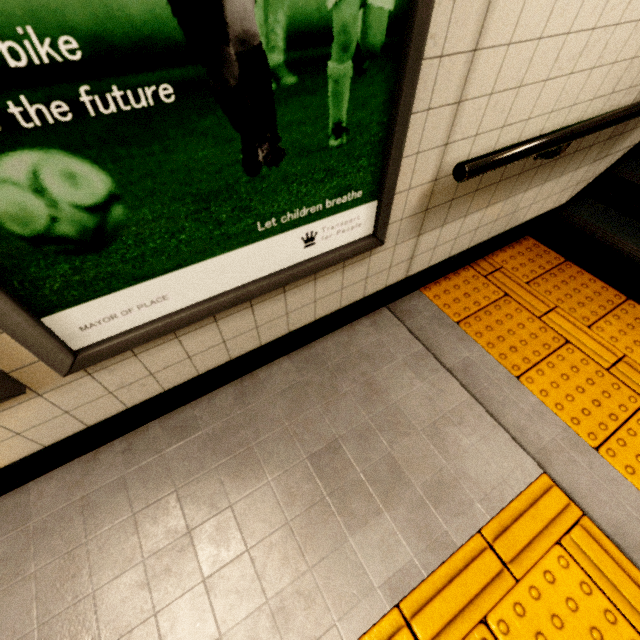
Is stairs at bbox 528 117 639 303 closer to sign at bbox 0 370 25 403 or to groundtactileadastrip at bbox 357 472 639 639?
groundtactileadastrip at bbox 357 472 639 639

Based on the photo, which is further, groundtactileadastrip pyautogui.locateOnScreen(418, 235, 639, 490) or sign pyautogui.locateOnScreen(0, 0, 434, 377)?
groundtactileadastrip pyautogui.locateOnScreen(418, 235, 639, 490)

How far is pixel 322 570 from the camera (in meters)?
1.28

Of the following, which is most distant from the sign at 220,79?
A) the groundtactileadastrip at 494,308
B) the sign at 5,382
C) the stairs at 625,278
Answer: the stairs at 625,278

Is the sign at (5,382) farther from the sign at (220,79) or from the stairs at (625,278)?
the stairs at (625,278)

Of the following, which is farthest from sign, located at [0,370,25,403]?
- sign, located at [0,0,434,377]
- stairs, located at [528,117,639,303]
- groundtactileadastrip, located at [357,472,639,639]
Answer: stairs, located at [528,117,639,303]

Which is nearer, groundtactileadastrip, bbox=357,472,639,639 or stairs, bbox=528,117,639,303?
groundtactileadastrip, bbox=357,472,639,639

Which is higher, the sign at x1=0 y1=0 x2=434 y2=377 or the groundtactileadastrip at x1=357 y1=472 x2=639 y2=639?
the sign at x1=0 y1=0 x2=434 y2=377
